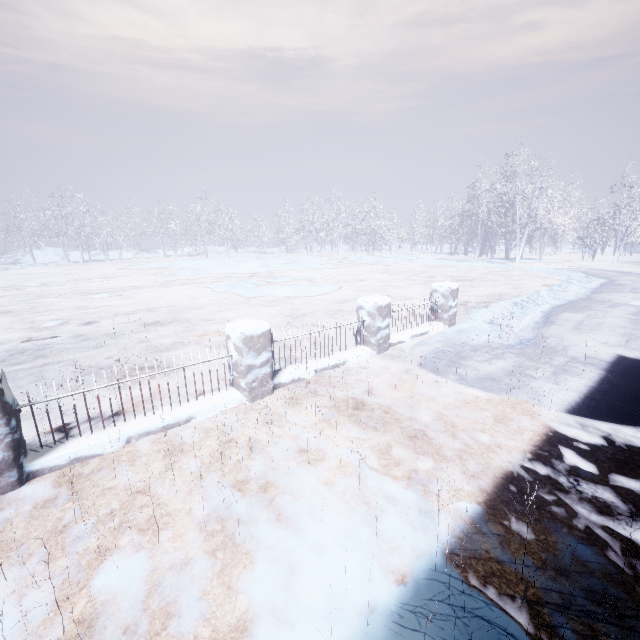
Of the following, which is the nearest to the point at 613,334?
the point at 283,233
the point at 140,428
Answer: the point at 140,428
